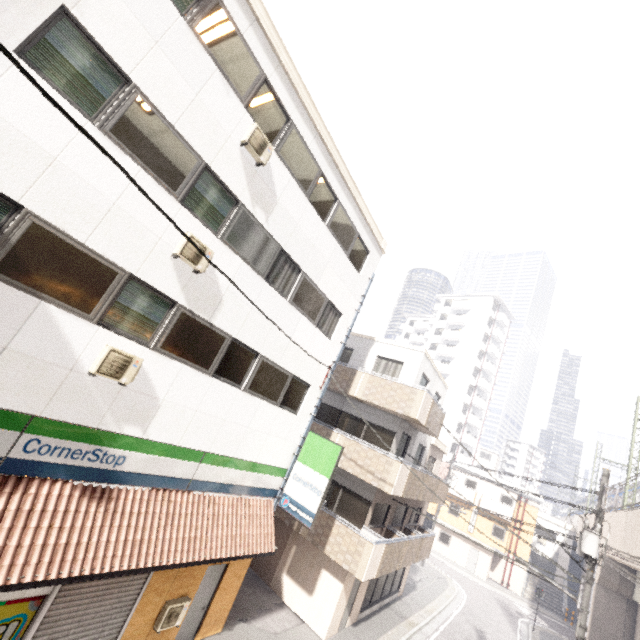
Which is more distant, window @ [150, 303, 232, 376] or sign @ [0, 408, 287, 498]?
window @ [150, 303, 232, 376]

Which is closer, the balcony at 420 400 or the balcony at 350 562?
the balcony at 350 562

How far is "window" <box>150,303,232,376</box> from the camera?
7.2 meters

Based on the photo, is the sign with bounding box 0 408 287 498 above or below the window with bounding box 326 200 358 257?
below

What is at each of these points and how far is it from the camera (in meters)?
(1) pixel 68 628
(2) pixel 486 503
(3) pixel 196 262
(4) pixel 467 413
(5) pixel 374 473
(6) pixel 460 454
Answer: (1) rolling shutter, 6.54
(2) balcony, 33.91
(3) air conditioner, 7.17
(4) building, 49.28
(5) balcony, 12.80
(6) building, 47.16

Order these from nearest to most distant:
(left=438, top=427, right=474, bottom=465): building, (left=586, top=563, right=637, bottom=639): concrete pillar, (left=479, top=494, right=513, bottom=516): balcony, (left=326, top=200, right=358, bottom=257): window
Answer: (left=326, top=200, right=358, bottom=257): window < (left=586, top=563, right=637, bottom=639): concrete pillar < (left=479, top=494, right=513, bottom=516): balcony < (left=438, top=427, right=474, bottom=465): building

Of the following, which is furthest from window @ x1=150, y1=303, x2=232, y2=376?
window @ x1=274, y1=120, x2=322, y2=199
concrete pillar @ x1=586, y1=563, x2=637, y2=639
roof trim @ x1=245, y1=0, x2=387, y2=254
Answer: concrete pillar @ x1=586, y1=563, x2=637, y2=639

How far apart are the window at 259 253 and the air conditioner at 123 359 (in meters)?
3.24
